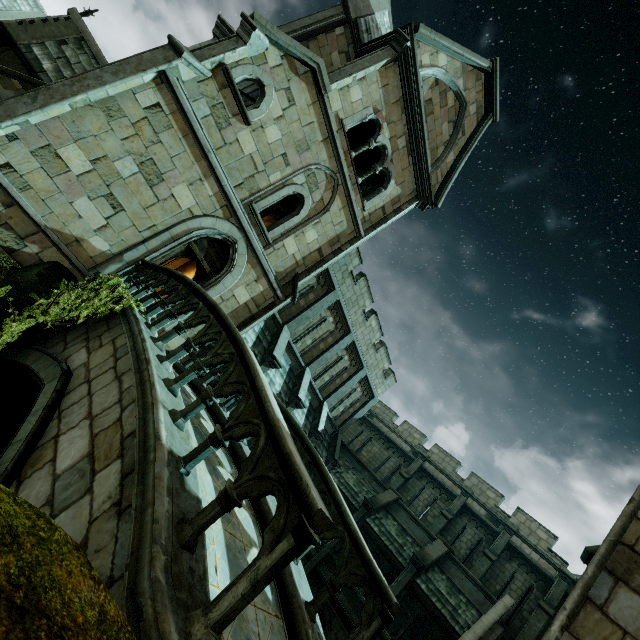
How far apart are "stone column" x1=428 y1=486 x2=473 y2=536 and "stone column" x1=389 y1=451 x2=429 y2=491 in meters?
2.5

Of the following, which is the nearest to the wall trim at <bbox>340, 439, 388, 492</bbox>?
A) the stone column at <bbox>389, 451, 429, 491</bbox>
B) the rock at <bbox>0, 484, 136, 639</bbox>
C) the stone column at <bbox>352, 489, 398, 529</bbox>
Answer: the stone column at <bbox>352, 489, 398, 529</bbox>

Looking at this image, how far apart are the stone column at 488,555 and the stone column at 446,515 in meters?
2.1 m

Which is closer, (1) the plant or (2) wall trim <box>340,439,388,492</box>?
(1) the plant

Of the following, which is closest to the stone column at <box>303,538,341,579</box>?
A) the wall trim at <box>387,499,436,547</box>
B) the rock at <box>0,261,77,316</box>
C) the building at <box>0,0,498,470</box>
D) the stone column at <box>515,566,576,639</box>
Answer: the wall trim at <box>387,499,436,547</box>

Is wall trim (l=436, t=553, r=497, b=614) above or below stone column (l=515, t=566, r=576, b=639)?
below

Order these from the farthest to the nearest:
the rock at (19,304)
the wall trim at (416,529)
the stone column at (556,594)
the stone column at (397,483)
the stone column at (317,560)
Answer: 1. the stone column at (397,483)
2. the wall trim at (416,529)
3. the stone column at (317,560)
4. the stone column at (556,594)
5. the rock at (19,304)

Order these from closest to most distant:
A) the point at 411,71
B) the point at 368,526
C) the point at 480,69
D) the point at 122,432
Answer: the point at 122,432, the point at 411,71, the point at 480,69, the point at 368,526
